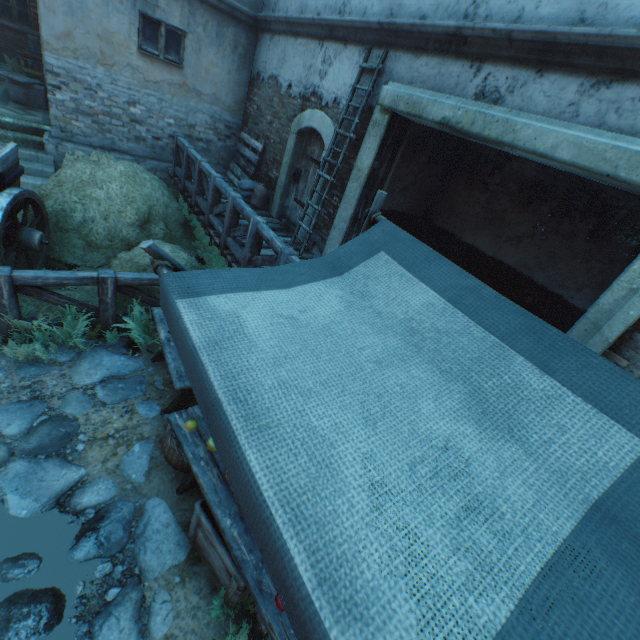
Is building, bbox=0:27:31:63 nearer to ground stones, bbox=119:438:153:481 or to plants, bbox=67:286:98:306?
plants, bbox=67:286:98:306

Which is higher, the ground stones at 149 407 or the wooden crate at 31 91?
the wooden crate at 31 91

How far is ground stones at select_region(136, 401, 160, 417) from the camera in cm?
381

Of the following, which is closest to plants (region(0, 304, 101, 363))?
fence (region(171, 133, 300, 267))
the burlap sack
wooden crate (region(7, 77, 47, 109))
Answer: fence (region(171, 133, 300, 267))

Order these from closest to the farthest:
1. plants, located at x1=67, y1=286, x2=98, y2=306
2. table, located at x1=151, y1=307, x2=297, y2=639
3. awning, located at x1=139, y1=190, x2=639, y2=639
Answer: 1. awning, located at x1=139, y1=190, x2=639, y2=639
2. table, located at x1=151, y1=307, x2=297, y2=639
3. plants, located at x1=67, y1=286, x2=98, y2=306

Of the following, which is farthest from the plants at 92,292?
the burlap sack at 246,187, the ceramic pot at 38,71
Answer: the ceramic pot at 38,71

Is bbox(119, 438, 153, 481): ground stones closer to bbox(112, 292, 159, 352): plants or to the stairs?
bbox(112, 292, 159, 352): plants

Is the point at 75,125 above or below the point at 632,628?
below
